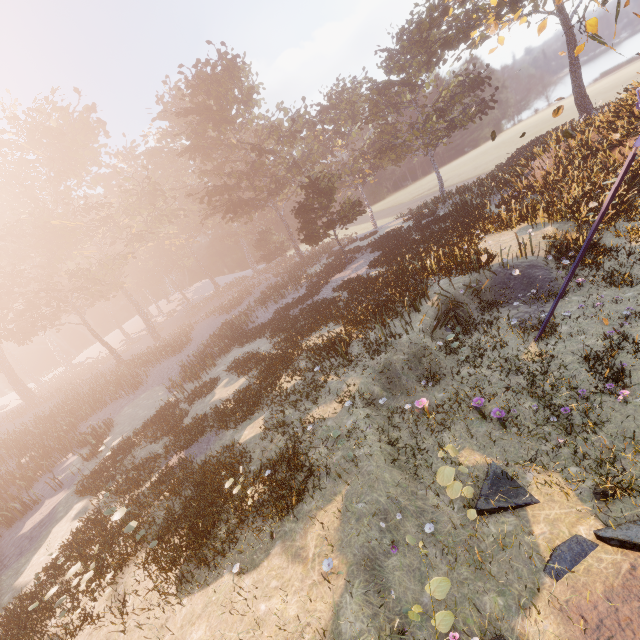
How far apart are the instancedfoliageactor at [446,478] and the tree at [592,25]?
20.9 meters

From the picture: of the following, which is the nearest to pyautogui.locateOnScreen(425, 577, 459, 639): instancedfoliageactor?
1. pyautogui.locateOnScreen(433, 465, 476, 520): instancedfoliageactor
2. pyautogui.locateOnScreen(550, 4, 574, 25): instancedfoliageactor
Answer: pyautogui.locateOnScreen(433, 465, 476, 520): instancedfoliageactor

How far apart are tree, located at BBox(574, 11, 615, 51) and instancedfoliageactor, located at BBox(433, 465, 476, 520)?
20.9m

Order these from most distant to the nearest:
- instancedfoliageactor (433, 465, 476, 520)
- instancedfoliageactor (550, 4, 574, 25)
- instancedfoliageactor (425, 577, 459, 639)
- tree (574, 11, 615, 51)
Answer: instancedfoliageactor (550, 4, 574, 25) → tree (574, 11, 615, 51) → instancedfoliageactor (433, 465, 476, 520) → instancedfoliageactor (425, 577, 459, 639)

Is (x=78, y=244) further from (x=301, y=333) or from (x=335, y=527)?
(x=335, y=527)

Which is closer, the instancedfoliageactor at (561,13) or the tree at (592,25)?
the tree at (592,25)

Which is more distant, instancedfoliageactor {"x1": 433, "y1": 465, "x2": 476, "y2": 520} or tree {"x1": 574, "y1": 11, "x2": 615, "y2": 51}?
tree {"x1": 574, "y1": 11, "x2": 615, "y2": 51}

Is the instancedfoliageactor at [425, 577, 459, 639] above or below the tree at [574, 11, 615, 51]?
below
